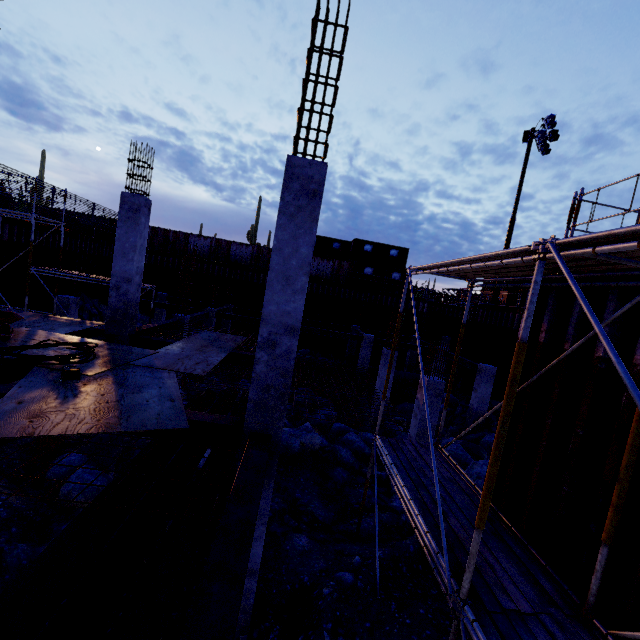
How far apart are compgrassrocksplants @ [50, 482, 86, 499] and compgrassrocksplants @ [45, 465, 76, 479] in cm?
33

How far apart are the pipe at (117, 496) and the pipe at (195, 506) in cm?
14

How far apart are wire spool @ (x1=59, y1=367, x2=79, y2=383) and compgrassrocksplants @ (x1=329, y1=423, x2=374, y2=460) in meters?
10.0 m

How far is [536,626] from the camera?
3.41m

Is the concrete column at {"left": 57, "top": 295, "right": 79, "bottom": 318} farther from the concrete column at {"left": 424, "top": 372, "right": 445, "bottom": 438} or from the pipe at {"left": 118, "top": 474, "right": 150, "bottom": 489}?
the concrete column at {"left": 424, "top": 372, "right": 445, "bottom": 438}

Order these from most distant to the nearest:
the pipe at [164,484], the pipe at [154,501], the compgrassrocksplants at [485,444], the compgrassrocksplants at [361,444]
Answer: the compgrassrocksplants at [361,444] → the compgrassrocksplants at [485,444] → the pipe at [164,484] → the pipe at [154,501]

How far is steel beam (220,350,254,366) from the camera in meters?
10.0

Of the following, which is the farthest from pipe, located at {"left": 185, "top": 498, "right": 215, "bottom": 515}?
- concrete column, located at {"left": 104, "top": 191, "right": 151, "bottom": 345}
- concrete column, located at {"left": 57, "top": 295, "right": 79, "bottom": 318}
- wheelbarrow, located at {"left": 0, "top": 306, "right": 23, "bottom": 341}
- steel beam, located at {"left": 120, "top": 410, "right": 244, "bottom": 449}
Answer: concrete column, located at {"left": 57, "top": 295, "right": 79, "bottom": 318}
